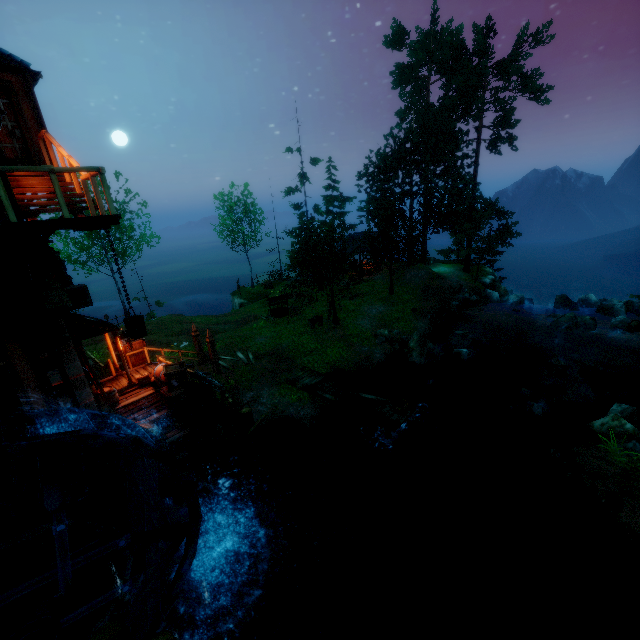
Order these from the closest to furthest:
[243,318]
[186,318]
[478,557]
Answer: [478,557] < [186,318] < [243,318]

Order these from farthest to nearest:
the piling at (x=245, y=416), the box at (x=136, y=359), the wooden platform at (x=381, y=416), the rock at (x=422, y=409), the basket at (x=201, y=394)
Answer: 1. the rock at (x=422, y=409)
2. the box at (x=136, y=359)
3. the piling at (x=245, y=416)
4. the wooden platform at (x=381, y=416)
5. the basket at (x=201, y=394)

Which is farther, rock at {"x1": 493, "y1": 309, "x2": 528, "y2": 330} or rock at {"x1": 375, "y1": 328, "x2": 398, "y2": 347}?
rock at {"x1": 493, "y1": 309, "x2": 528, "y2": 330}

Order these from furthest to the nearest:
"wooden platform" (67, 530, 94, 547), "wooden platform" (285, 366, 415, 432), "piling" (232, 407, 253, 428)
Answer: "piling" (232, 407, 253, 428) → "wooden platform" (285, 366, 415, 432) → "wooden platform" (67, 530, 94, 547)

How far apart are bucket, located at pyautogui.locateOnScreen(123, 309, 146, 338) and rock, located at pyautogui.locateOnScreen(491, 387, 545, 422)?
15.2m

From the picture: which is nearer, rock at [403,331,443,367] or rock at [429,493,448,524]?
rock at [429,493,448,524]

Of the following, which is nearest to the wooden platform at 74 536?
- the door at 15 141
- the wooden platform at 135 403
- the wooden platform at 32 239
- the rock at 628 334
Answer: the wooden platform at 135 403

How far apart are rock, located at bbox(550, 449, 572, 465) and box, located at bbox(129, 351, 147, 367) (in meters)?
17.79
